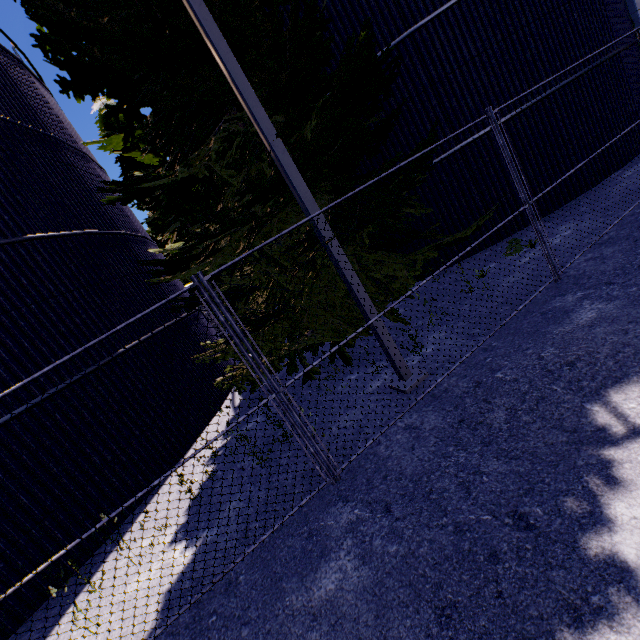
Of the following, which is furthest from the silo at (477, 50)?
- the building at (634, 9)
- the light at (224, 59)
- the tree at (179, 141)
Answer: the light at (224, 59)

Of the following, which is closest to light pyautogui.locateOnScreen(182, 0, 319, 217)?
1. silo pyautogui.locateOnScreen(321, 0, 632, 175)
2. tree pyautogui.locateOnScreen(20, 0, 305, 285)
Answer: tree pyautogui.locateOnScreen(20, 0, 305, 285)

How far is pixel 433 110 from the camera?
8.70m

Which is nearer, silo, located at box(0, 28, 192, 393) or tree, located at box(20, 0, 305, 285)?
tree, located at box(20, 0, 305, 285)

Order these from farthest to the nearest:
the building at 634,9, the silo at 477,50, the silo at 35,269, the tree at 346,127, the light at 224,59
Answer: the building at 634,9 → the silo at 477,50 → the silo at 35,269 → the tree at 346,127 → the light at 224,59

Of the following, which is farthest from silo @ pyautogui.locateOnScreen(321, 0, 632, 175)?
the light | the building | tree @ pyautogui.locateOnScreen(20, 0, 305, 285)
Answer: the light
